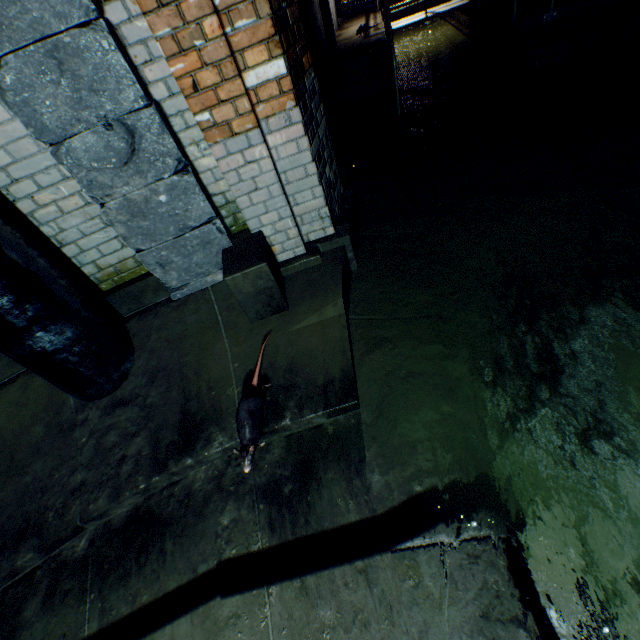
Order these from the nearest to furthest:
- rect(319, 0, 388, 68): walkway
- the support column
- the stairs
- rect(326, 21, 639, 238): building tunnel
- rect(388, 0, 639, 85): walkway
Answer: the support column, rect(326, 21, 639, 238): building tunnel, rect(388, 0, 639, 85): walkway, the stairs, rect(319, 0, 388, 68): walkway

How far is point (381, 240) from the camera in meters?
3.3

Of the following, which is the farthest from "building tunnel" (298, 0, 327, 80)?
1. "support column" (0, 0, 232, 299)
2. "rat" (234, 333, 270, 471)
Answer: "rat" (234, 333, 270, 471)

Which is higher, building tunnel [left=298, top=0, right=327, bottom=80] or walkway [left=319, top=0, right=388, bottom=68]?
building tunnel [left=298, top=0, right=327, bottom=80]

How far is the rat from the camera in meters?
1.8

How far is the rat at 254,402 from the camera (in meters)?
1.81

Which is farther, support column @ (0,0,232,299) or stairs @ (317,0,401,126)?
stairs @ (317,0,401,126)

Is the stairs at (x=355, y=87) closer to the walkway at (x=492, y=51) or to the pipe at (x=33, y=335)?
the walkway at (x=492, y=51)
